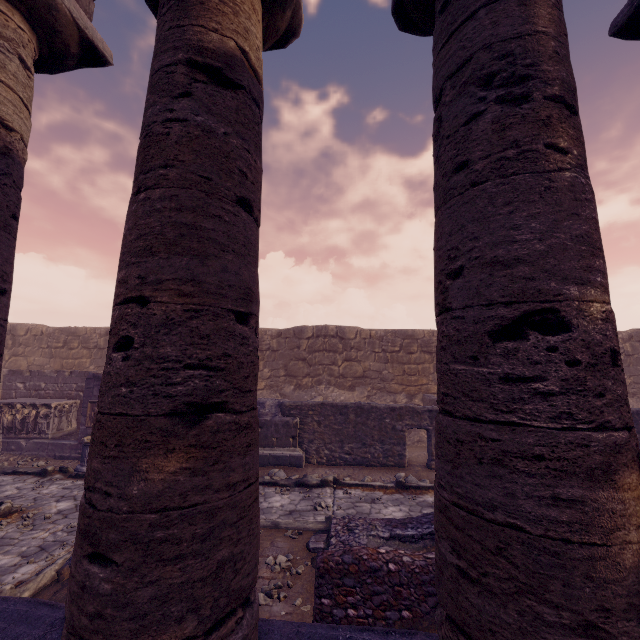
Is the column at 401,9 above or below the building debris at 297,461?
above

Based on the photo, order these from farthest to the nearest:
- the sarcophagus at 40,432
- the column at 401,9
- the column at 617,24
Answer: the sarcophagus at 40,432 < the column at 617,24 < the column at 401,9

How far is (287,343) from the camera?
15.4 meters

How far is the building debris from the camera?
9.9m

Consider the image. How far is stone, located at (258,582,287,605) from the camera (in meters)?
4.12

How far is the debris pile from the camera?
4.1m

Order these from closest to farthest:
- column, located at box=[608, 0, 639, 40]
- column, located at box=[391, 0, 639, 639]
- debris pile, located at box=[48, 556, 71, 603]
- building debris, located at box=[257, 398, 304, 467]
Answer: column, located at box=[391, 0, 639, 639] < column, located at box=[608, 0, 639, 40] < debris pile, located at box=[48, 556, 71, 603] < building debris, located at box=[257, 398, 304, 467]

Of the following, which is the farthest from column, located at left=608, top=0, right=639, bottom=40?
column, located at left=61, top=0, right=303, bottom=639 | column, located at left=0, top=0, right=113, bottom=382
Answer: column, located at left=0, top=0, right=113, bottom=382
